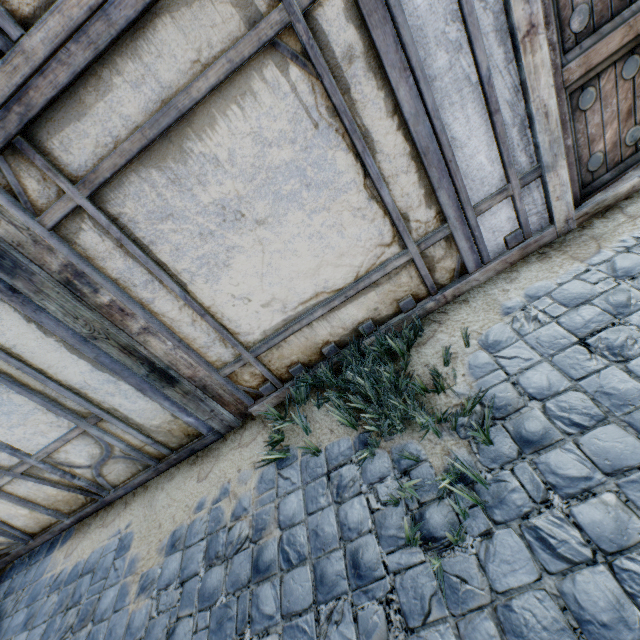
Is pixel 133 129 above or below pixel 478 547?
above
